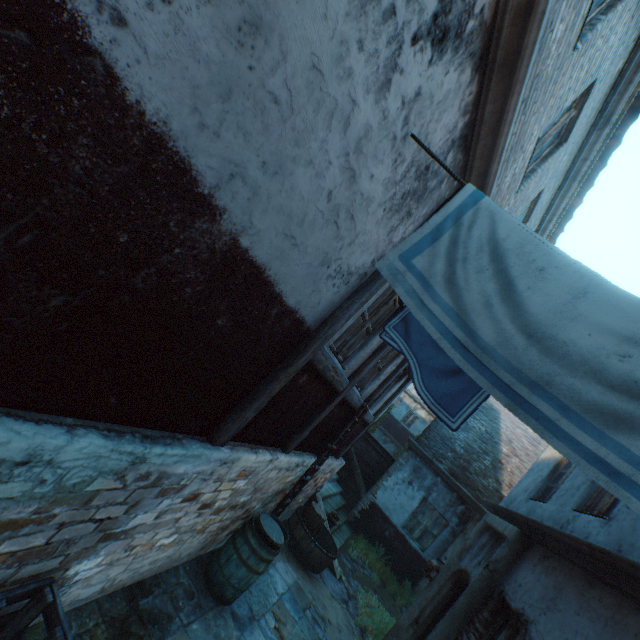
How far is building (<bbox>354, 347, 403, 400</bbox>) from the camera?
6.0 meters

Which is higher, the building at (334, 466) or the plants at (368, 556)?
the building at (334, 466)

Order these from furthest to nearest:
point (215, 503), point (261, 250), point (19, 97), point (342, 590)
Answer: point (342, 590) → point (215, 503) → point (261, 250) → point (19, 97)

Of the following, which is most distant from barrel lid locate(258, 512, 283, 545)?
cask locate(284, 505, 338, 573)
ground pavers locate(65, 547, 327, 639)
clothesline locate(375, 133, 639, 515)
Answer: clothesline locate(375, 133, 639, 515)

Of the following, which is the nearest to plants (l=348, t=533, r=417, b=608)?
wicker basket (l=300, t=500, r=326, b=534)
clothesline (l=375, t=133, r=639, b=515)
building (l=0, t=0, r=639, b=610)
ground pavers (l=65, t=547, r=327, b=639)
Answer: building (l=0, t=0, r=639, b=610)

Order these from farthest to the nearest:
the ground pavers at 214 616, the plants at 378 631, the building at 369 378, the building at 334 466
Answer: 1. the building at 334 466
2. the plants at 378 631
3. the building at 369 378
4. the ground pavers at 214 616

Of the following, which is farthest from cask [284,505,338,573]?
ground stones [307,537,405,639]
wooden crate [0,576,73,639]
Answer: wooden crate [0,576,73,639]

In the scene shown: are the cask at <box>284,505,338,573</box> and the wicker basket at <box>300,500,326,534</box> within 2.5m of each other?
yes
